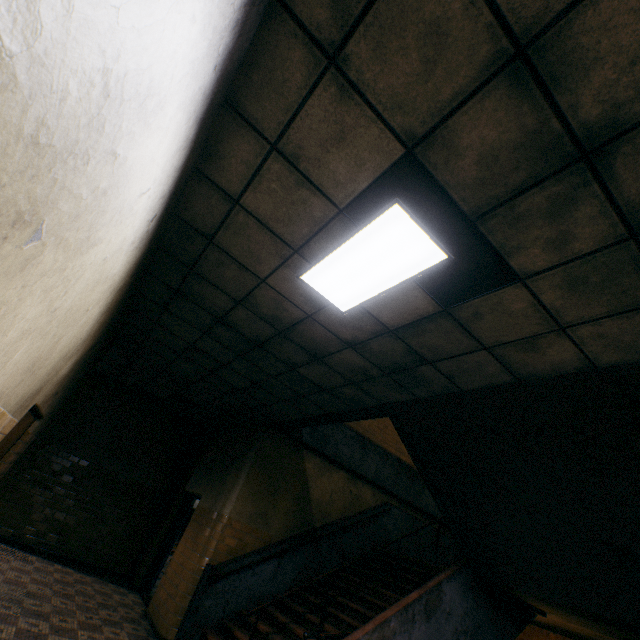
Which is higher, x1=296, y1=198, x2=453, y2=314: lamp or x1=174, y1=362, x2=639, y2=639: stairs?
x1=296, y1=198, x2=453, y2=314: lamp

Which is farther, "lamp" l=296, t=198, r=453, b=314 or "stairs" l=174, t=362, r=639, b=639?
"stairs" l=174, t=362, r=639, b=639

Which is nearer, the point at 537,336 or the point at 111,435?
the point at 537,336

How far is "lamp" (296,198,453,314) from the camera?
2.4 meters

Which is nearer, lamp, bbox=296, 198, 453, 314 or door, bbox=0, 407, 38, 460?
lamp, bbox=296, 198, 453, 314

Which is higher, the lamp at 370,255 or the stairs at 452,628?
the lamp at 370,255

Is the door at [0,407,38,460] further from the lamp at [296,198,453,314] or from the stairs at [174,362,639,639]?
the stairs at [174,362,639,639]

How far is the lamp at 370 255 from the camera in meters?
2.4 m
